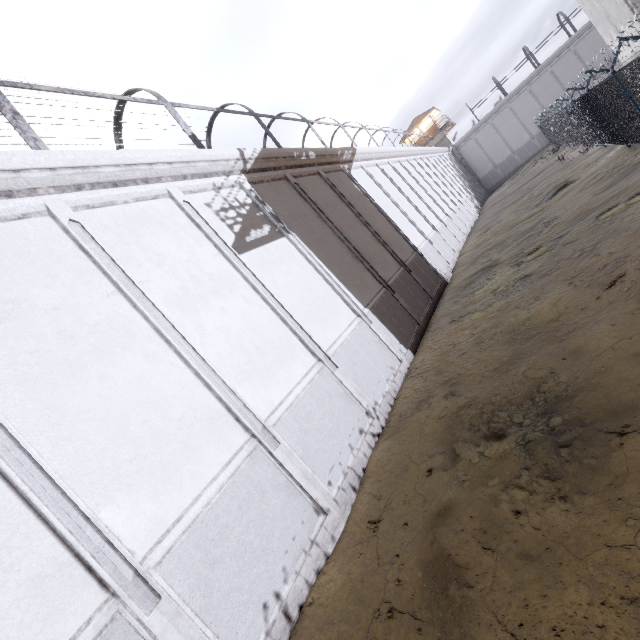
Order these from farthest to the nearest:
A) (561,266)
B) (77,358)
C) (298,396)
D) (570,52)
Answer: (570,52) → (561,266) → (298,396) → (77,358)

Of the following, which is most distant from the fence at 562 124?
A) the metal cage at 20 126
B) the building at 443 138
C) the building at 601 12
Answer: the building at 443 138

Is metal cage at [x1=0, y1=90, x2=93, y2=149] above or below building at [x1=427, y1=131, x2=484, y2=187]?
below

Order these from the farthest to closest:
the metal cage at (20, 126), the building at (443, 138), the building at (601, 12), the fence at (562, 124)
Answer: the building at (443, 138) < the building at (601, 12) < the fence at (562, 124) < the metal cage at (20, 126)

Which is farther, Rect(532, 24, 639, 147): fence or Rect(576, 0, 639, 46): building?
Rect(576, 0, 639, 46): building

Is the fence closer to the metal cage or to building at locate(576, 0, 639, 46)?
building at locate(576, 0, 639, 46)

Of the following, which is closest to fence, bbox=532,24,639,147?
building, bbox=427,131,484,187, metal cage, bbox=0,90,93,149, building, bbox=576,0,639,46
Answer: building, bbox=576,0,639,46
